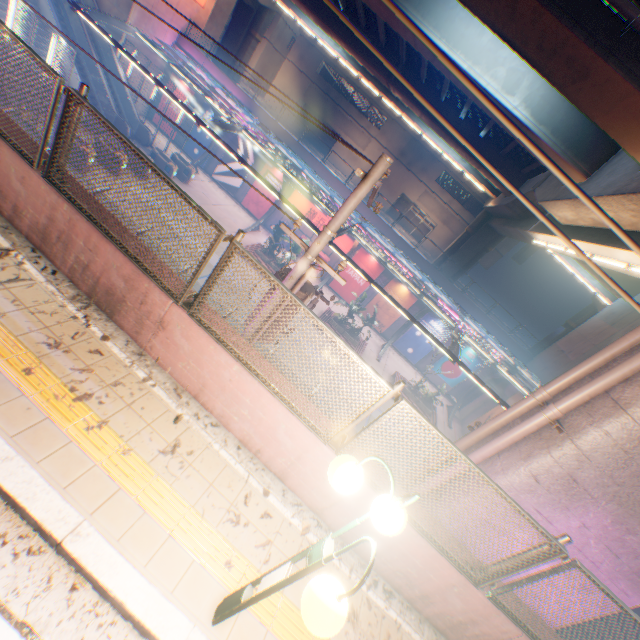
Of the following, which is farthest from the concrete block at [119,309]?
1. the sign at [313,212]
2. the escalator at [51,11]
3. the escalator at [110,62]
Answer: the sign at [313,212]

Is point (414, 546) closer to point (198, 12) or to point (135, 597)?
point (135, 597)

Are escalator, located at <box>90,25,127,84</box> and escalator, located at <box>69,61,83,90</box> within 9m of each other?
yes

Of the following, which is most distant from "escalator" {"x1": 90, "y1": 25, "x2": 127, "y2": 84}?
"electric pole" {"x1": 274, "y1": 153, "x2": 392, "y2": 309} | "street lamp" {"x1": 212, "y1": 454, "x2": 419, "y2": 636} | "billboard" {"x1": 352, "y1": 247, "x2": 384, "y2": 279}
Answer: "street lamp" {"x1": 212, "y1": 454, "x2": 419, "y2": 636}

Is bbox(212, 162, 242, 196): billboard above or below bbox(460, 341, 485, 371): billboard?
below

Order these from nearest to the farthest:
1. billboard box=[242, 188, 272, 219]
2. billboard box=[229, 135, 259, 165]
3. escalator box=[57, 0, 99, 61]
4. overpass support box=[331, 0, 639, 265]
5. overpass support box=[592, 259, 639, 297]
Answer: overpass support box=[592, 259, 639, 297]
overpass support box=[331, 0, 639, 265]
escalator box=[57, 0, 99, 61]
billboard box=[229, 135, 259, 165]
billboard box=[242, 188, 272, 219]

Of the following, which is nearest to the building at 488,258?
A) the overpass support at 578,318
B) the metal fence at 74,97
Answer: the overpass support at 578,318

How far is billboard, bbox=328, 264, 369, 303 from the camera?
26.7m
